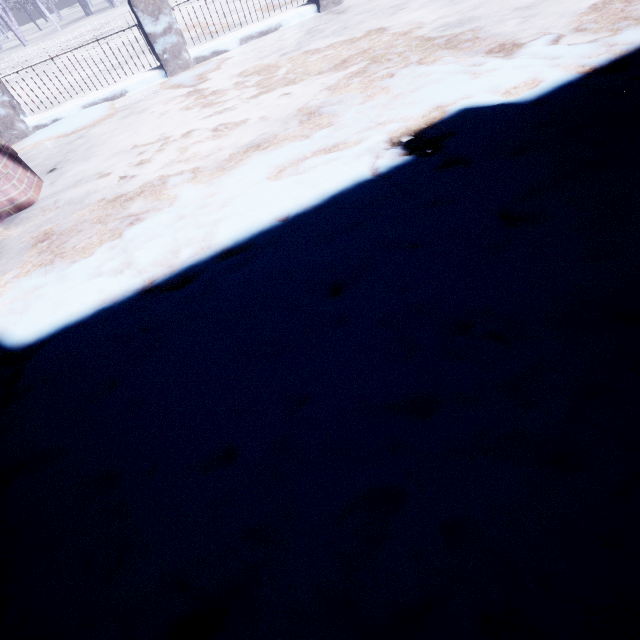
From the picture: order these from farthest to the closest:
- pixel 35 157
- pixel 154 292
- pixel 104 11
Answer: pixel 104 11 → pixel 35 157 → pixel 154 292
